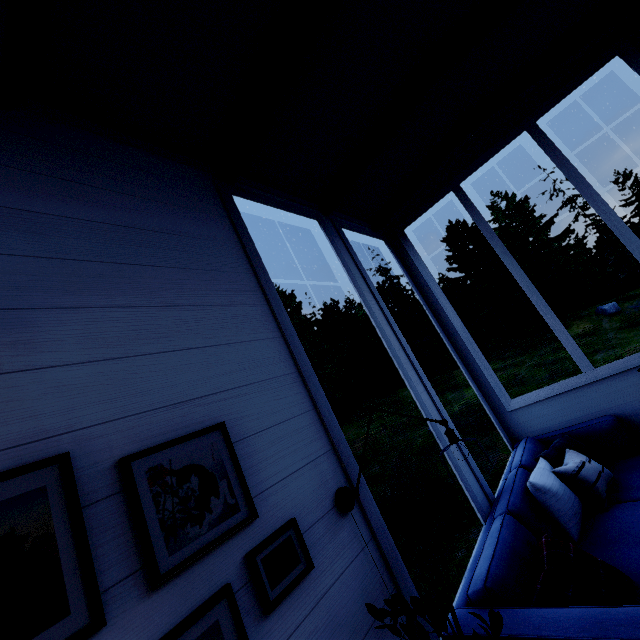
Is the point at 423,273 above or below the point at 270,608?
above
